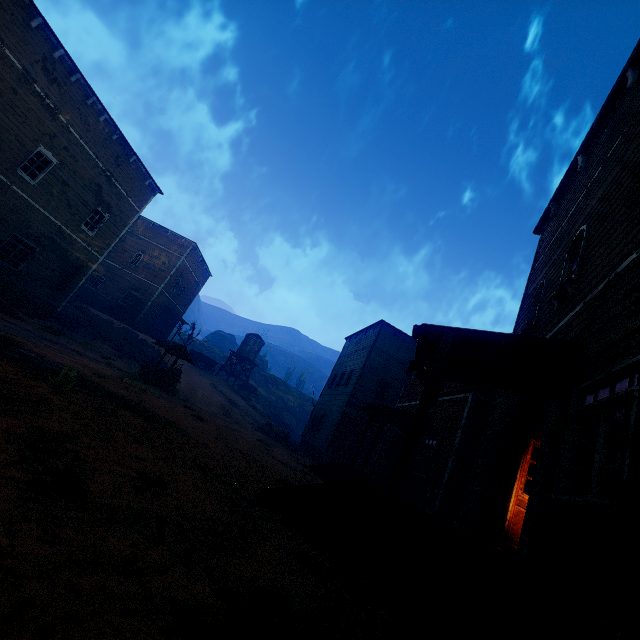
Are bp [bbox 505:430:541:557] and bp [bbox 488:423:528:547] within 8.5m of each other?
yes

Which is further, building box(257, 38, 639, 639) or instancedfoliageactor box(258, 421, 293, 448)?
instancedfoliageactor box(258, 421, 293, 448)

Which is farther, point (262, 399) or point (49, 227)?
point (262, 399)

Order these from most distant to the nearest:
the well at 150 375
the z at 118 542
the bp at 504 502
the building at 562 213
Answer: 1. the well at 150 375
2. the bp at 504 502
3. the building at 562 213
4. the z at 118 542

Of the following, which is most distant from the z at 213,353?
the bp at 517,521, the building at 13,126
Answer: the bp at 517,521

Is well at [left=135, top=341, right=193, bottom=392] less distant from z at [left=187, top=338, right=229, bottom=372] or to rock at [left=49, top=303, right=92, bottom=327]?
z at [left=187, top=338, right=229, bottom=372]

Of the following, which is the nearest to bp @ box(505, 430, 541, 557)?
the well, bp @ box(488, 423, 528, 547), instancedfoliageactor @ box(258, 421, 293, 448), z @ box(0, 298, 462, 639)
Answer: bp @ box(488, 423, 528, 547)

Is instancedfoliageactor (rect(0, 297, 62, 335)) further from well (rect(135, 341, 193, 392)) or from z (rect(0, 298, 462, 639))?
well (rect(135, 341, 193, 392))
